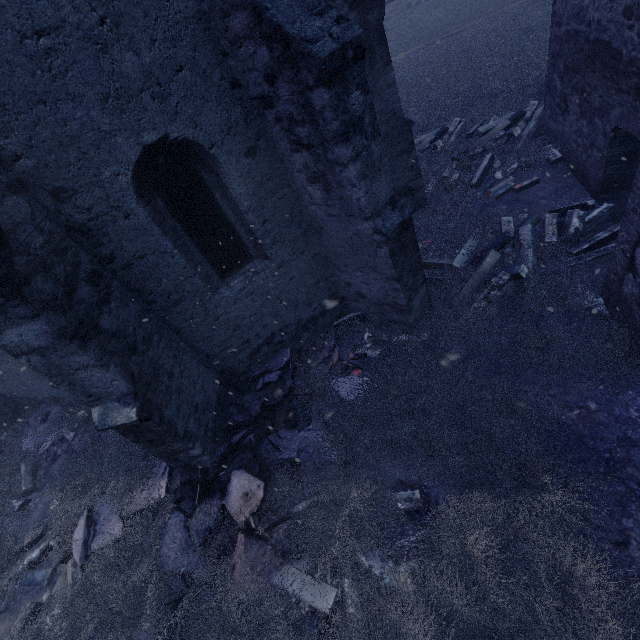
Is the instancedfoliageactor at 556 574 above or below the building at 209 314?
below

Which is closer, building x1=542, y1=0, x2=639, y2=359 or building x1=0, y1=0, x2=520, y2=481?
building x1=0, y1=0, x2=520, y2=481

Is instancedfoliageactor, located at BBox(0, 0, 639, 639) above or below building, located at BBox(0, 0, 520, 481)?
below

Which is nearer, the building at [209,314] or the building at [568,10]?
the building at [209,314]

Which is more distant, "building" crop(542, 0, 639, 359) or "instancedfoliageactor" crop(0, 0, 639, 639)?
"building" crop(542, 0, 639, 359)

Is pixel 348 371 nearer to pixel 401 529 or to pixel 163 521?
pixel 401 529
